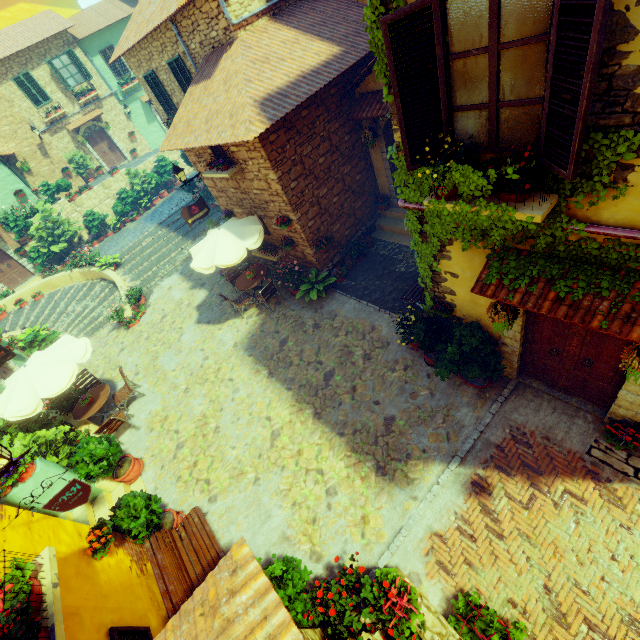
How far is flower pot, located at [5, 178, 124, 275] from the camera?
16.9m

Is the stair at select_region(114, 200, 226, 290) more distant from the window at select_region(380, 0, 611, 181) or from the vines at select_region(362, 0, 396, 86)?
the vines at select_region(362, 0, 396, 86)

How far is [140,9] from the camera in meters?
12.9 m

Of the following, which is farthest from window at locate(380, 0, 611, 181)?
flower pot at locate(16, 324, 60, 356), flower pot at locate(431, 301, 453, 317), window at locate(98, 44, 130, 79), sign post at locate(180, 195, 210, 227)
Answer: window at locate(98, 44, 130, 79)

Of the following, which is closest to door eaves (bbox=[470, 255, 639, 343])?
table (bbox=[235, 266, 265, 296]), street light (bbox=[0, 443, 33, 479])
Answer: street light (bbox=[0, 443, 33, 479])

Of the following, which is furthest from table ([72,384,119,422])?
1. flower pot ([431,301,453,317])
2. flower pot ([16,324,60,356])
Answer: flower pot ([431,301,453,317])

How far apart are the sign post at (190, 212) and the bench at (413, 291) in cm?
739

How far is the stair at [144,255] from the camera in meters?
15.5 m
